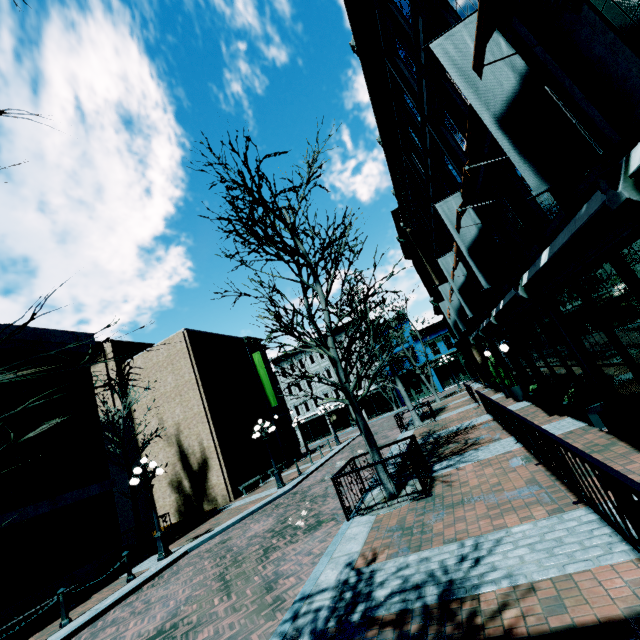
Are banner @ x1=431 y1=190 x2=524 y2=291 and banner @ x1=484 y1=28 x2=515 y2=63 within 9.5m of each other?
yes

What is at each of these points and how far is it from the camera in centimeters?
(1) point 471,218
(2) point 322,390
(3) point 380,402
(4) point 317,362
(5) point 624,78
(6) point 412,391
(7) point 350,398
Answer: (1) banner, 898cm
(2) building, 4566cm
(3) building, 4275cm
(4) building, 4650cm
(5) building, 353cm
(6) building, 4097cm
(7) tree, 826cm

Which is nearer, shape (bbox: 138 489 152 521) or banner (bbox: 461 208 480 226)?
banner (bbox: 461 208 480 226)

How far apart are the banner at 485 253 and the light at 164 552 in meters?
13.2 m

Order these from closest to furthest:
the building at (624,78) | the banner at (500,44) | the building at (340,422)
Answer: the building at (624,78) < the banner at (500,44) < the building at (340,422)

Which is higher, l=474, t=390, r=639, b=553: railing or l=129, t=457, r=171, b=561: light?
l=474, t=390, r=639, b=553: railing

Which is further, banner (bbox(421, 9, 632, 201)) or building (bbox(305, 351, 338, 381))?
building (bbox(305, 351, 338, 381))

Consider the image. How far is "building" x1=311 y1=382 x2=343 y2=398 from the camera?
44.9m
